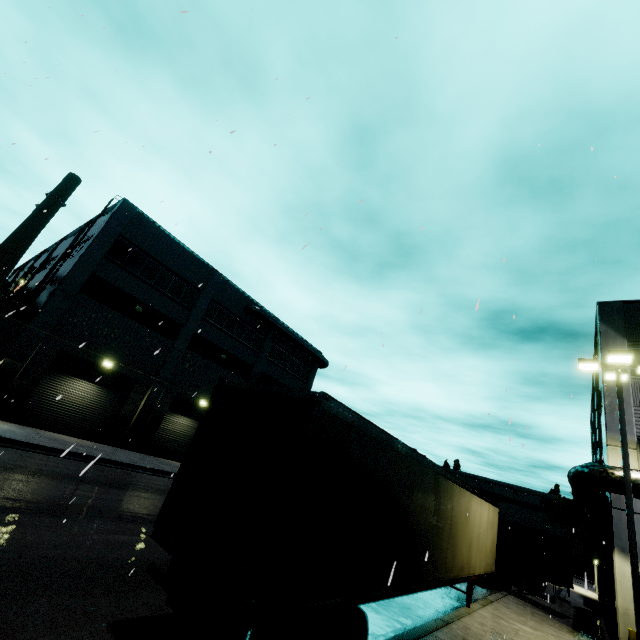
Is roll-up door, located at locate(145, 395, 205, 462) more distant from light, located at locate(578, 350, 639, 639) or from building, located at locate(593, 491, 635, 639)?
light, located at locate(578, 350, 639, 639)

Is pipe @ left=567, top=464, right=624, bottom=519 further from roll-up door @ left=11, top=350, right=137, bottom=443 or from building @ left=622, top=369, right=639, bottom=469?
roll-up door @ left=11, top=350, right=137, bottom=443

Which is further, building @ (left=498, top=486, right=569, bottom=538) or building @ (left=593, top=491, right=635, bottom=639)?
building @ (left=498, top=486, right=569, bottom=538)

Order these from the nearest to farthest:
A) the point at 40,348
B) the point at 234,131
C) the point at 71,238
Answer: the point at 234,131 < the point at 40,348 < the point at 71,238

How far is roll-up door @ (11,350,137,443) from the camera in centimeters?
1862cm

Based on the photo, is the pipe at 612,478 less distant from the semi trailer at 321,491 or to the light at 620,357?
the semi trailer at 321,491

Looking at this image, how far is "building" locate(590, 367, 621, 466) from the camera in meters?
14.0 m

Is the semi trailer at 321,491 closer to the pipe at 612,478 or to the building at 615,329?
the building at 615,329
